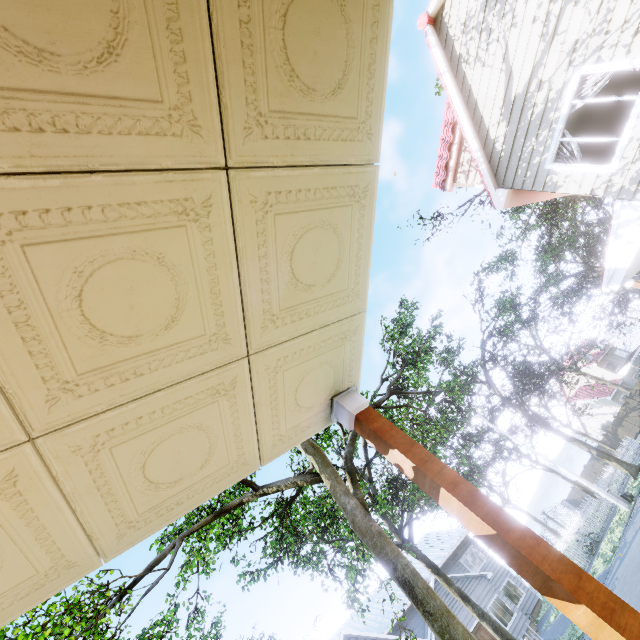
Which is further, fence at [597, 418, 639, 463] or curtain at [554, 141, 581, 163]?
fence at [597, 418, 639, 463]

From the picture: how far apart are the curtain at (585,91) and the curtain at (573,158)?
0.10m

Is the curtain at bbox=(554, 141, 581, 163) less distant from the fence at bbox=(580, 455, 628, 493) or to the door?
the fence at bbox=(580, 455, 628, 493)

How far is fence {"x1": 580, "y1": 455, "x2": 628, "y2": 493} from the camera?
21.7m

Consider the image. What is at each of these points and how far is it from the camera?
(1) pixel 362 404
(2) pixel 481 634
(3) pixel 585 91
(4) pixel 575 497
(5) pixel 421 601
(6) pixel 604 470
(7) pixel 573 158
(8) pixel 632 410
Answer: (1) wooden, 2.5 meters
(2) door, 20.1 meters
(3) curtain, 7.1 meters
(4) fence, 41.7 meters
(5) tree, 5.5 meters
(6) fence, 38.1 meters
(7) curtain, 7.6 meters
(8) fence, 34.3 meters

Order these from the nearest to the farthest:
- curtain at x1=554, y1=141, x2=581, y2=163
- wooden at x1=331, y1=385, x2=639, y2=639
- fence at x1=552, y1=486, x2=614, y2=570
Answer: wooden at x1=331, y1=385, x2=639, y2=639
curtain at x1=554, y1=141, x2=581, y2=163
fence at x1=552, y1=486, x2=614, y2=570

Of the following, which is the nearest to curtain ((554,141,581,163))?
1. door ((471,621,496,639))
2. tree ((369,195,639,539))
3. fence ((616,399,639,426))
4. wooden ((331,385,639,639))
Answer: fence ((616,399,639,426))

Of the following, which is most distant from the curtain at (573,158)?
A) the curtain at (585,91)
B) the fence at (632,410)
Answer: the fence at (632,410)
